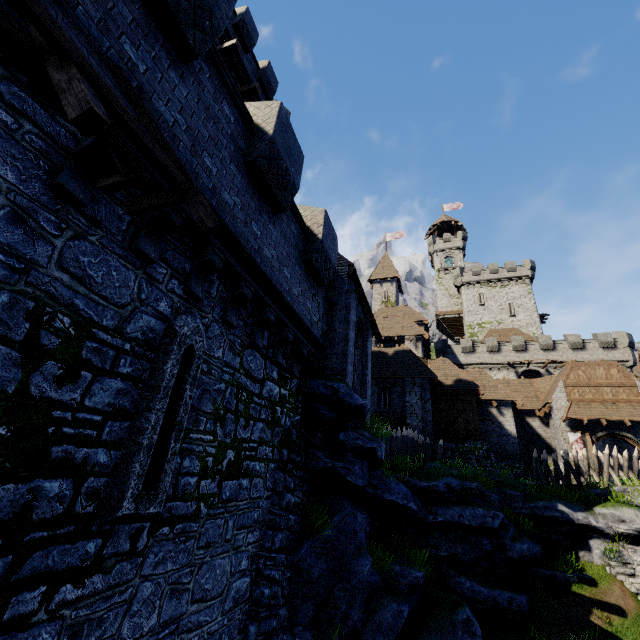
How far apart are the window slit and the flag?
27.68m

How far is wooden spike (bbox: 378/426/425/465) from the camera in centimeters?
1630cm

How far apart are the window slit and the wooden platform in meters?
12.3

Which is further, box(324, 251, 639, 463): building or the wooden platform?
box(324, 251, 639, 463): building

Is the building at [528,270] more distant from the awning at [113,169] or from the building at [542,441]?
the awning at [113,169]

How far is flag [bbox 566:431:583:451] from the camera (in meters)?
22.64

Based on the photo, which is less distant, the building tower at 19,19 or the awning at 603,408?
the building tower at 19,19

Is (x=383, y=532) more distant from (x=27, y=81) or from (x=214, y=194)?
(x=27, y=81)
